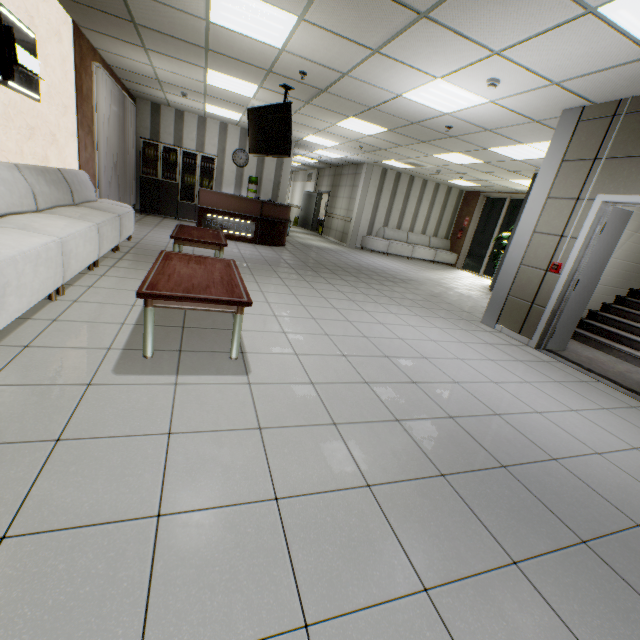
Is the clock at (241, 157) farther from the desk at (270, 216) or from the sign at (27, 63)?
the sign at (27, 63)

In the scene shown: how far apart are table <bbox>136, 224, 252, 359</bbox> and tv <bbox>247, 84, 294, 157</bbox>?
3.0 meters

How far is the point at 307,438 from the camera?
1.95m

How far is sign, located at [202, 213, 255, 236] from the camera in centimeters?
834cm

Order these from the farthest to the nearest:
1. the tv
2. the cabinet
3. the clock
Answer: the clock < the cabinet < the tv

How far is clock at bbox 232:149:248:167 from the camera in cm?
1089

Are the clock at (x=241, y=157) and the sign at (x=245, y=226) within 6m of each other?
yes

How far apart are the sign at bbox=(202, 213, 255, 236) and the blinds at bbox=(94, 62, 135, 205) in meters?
1.9 m
